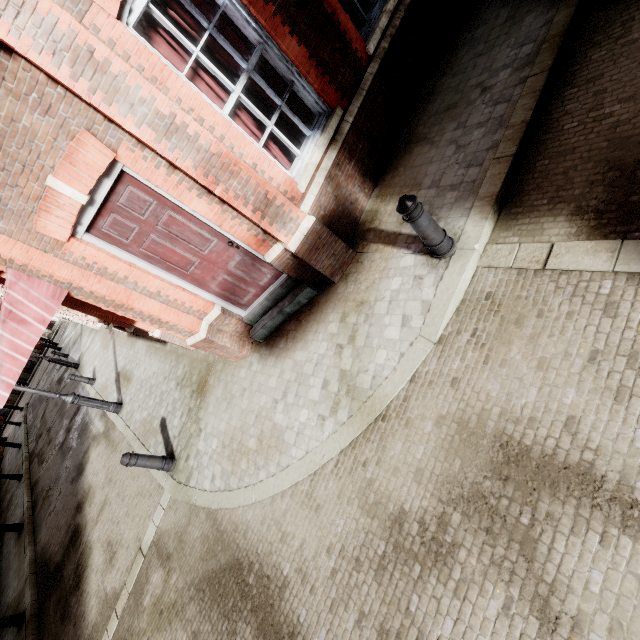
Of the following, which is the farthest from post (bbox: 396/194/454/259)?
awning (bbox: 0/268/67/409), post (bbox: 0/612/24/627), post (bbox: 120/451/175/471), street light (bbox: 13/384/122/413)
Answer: post (bbox: 0/612/24/627)

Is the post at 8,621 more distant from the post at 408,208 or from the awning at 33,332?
the post at 408,208

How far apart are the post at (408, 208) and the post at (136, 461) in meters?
6.1

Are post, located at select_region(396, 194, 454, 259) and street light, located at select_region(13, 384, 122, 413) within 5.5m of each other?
no

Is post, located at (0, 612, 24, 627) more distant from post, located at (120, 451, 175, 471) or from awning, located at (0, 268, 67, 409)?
post, located at (120, 451, 175, 471)

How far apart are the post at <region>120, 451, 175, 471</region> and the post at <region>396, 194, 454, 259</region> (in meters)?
6.09

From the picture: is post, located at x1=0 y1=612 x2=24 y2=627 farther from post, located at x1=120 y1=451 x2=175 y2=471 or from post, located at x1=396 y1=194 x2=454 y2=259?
post, located at x1=396 y1=194 x2=454 y2=259

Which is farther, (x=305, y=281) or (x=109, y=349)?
(x=109, y=349)
